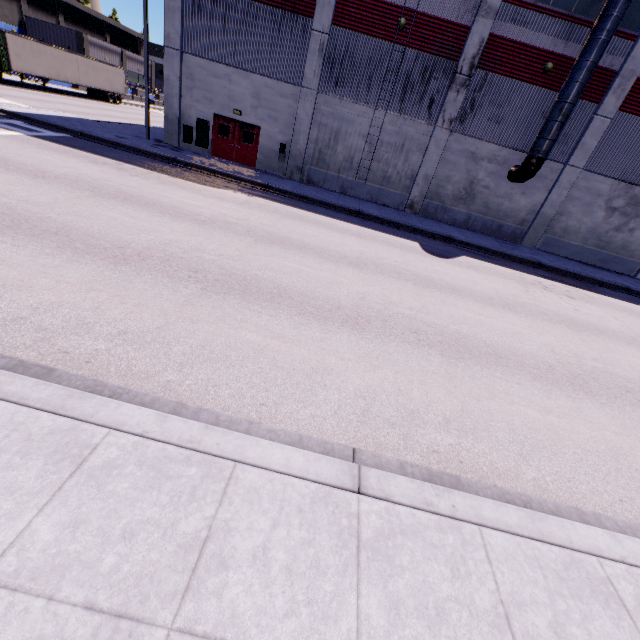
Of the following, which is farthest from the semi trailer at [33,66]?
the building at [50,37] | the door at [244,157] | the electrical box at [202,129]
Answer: the door at [244,157]

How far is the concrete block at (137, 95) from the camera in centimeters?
4806cm

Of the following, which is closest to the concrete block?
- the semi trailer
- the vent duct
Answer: the semi trailer

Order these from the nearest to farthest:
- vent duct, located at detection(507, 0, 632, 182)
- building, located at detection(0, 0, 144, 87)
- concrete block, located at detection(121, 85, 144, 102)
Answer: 1. vent duct, located at detection(507, 0, 632, 182)
2. building, located at detection(0, 0, 144, 87)
3. concrete block, located at detection(121, 85, 144, 102)

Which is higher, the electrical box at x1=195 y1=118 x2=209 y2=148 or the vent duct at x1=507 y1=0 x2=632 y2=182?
the vent duct at x1=507 y1=0 x2=632 y2=182

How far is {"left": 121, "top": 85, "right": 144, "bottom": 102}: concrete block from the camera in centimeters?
4806cm

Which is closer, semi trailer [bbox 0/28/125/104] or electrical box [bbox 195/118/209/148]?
electrical box [bbox 195/118/209/148]

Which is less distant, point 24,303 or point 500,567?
point 500,567
